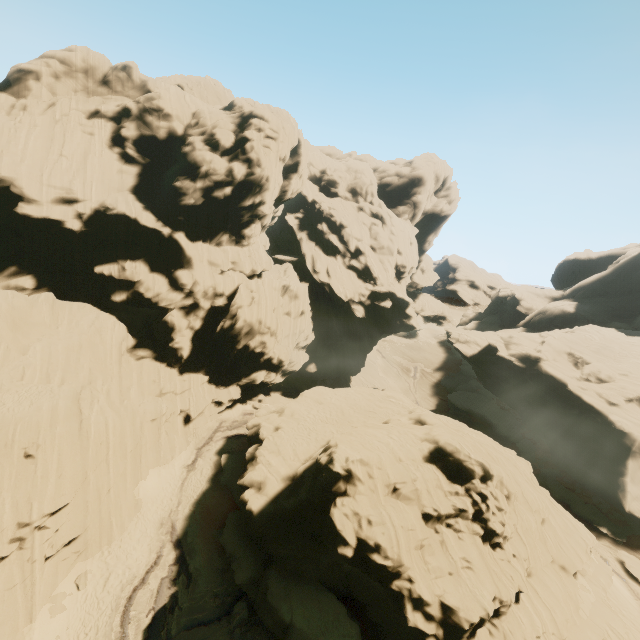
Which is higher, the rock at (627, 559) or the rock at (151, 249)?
the rock at (151, 249)

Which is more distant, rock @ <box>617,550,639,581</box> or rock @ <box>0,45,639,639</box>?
rock @ <box>617,550,639,581</box>

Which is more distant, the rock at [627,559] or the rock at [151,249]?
the rock at [627,559]

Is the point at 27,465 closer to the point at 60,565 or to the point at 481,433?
the point at 60,565

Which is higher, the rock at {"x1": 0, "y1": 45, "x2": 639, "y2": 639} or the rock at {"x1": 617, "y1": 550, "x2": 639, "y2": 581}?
the rock at {"x1": 0, "y1": 45, "x2": 639, "y2": 639}
